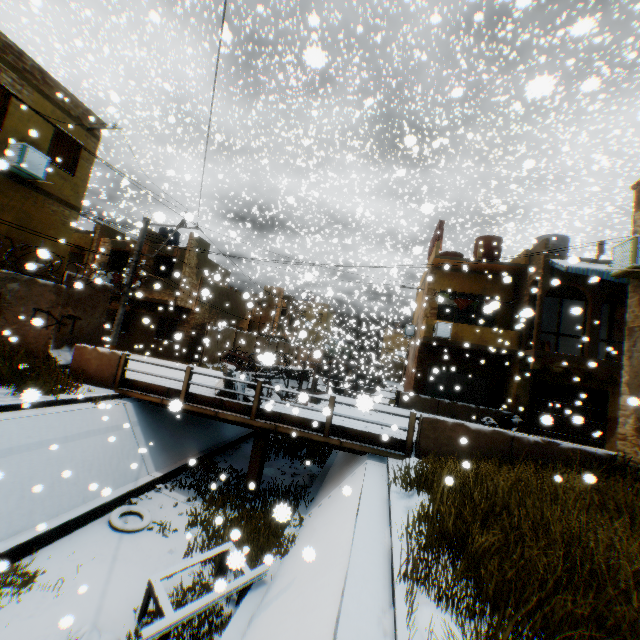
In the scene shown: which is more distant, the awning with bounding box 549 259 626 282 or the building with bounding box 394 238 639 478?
the awning with bounding box 549 259 626 282

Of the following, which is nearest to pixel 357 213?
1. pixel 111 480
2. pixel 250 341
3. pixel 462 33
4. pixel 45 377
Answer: pixel 250 341

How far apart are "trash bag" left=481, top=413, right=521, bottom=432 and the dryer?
4.44m

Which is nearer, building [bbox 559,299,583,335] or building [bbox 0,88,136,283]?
building [bbox 0,88,136,283]

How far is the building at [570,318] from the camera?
19.6m

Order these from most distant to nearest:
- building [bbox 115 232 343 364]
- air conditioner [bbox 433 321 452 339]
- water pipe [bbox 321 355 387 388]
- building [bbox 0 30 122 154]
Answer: water pipe [bbox 321 355 387 388], building [bbox 115 232 343 364], air conditioner [bbox 433 321 452 339], building [bbox 0 30 122 154]

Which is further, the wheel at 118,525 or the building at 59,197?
the building at 59,197

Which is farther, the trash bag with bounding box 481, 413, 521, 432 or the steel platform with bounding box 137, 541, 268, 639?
the trash bag with bounding box 481, 413, 521, 432
